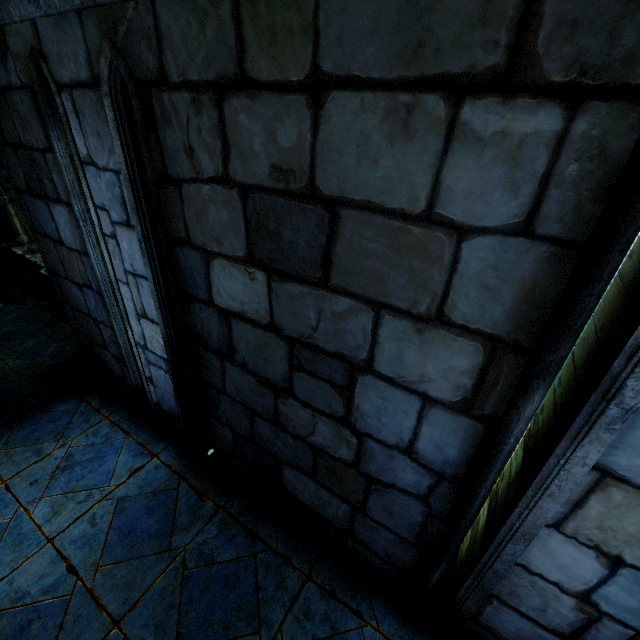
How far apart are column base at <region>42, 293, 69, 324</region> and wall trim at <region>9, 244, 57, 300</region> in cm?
5

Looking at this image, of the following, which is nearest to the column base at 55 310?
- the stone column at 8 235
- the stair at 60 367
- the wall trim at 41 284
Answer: the wall trim at 41 284

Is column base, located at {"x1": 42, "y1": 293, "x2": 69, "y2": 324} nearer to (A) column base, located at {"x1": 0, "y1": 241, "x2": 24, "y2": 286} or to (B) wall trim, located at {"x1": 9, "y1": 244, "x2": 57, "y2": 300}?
(B) wall trim, located at {"x1": 9, "y1": 244, "x2": 57, "y2": 300}

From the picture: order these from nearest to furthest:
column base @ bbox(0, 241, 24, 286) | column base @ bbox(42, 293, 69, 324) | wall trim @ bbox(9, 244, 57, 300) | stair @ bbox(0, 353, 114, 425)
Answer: stair @ bbox(0, 353, 114, 425)
column base @ bbox(42, 293, 69, 324)
wall trim @ bbox(9, 244, 57, 300)
column base @ bbox(0, 241, 24, 286)

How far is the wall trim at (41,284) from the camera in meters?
8.2

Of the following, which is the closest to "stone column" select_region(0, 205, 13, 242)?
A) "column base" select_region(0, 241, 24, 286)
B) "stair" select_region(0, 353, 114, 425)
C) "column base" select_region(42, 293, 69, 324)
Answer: "column base" select_region(0, 241, 24, 286)

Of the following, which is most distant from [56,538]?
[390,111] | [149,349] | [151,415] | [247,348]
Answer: [390,111]

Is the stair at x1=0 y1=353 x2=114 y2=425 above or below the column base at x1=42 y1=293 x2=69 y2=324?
above
